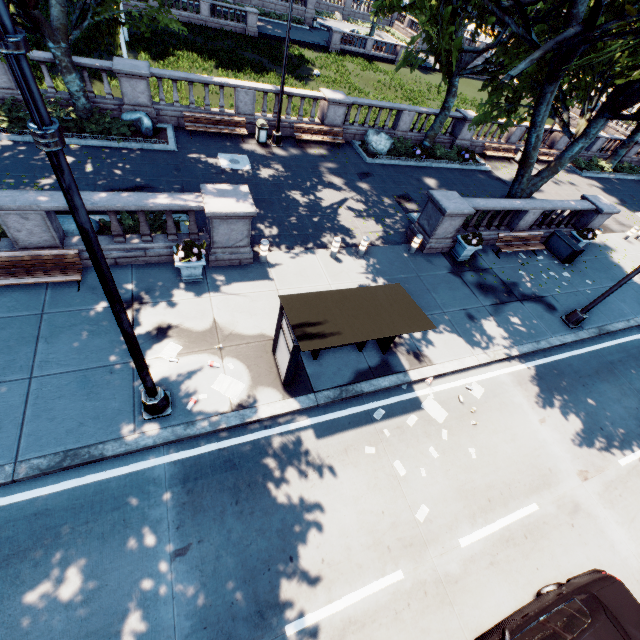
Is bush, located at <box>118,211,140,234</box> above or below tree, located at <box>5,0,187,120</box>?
below

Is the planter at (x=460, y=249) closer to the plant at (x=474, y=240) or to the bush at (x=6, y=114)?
the plant at (x=474, y=240)

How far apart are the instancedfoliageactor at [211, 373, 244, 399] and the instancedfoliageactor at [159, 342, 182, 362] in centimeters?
113cm

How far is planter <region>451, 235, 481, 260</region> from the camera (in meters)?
13.39

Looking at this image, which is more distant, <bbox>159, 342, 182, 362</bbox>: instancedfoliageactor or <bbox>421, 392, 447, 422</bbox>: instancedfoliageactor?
<bbox>421, 392, 447, 422</bbox>: instancedfoliageactor

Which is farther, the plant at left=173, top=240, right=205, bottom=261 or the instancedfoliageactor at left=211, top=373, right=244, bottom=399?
the plant at left=173, top=240, right=205, bottom=261

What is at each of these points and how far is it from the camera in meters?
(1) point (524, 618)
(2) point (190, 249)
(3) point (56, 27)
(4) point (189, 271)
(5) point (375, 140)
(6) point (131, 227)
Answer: (1) vehicle, 5.9
(2) plant, 9.4
(3) tree, 11.8
(4) planter, 9.7
(5) rock, 18.8
(6) bush, 10.6

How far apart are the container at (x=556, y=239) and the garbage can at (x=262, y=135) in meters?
15.3 m
